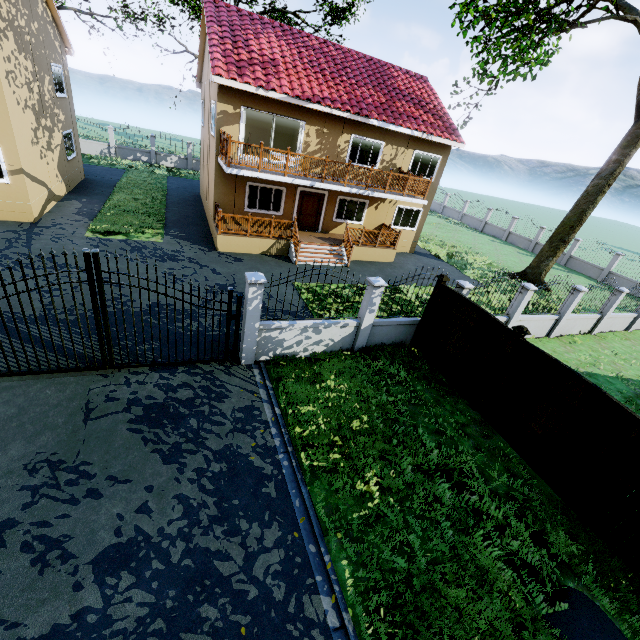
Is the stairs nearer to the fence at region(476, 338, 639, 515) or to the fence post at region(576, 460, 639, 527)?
the fence at region(476, 338, 639, 515)

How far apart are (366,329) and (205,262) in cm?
798

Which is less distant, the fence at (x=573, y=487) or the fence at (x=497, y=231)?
the fence at (x=573, y=487)

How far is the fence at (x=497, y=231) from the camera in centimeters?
2936cm

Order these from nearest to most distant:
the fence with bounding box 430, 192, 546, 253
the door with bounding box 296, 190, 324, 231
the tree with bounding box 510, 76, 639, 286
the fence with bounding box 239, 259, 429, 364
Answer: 1. the fence with bounding box 239, 259, 429, 364
2. the tree with bounding box 510, 76, 639, 286
3. the door with bounding box 296, 190, 324, 231
4. the fence with bounding box 430, 192, 546, 253

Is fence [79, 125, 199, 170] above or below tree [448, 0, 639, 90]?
below

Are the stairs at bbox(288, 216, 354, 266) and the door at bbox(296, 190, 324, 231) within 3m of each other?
yes

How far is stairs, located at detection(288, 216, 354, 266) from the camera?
15.5 meters
